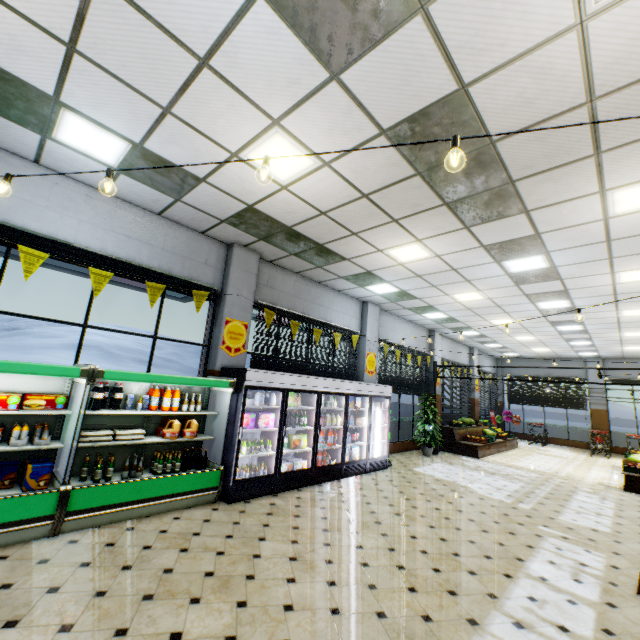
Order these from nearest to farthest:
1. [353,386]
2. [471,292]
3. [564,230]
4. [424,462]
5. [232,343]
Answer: [564,230], [232,343], [353,386], [471,292], [424,462]

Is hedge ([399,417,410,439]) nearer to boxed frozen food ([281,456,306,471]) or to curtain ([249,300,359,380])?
curtain ([249,300,359,380])

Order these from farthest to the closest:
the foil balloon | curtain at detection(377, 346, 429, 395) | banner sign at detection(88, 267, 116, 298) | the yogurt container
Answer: the foil balloon → curtain at detection(377, 346, 429, 395) → the yogurt container → banner sign at detection(88, 267, 116, 298)

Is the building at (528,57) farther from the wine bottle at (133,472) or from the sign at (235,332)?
the wine bottle at (133,472)

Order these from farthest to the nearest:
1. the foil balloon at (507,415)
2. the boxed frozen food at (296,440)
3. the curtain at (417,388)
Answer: the foil balloon at (507,415), the curtain at (417,388), the boxed frozen food at (296,440)

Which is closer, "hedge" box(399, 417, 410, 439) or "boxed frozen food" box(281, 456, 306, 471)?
"boxed frozen food" box(281, 456, 306, 471)

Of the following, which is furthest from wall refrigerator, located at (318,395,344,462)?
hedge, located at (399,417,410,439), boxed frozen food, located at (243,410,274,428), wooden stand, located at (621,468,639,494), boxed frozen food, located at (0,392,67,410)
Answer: wooden stand, located at (621,468,639,494)

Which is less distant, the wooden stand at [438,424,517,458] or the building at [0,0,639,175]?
the building at [0,0,639,175]
